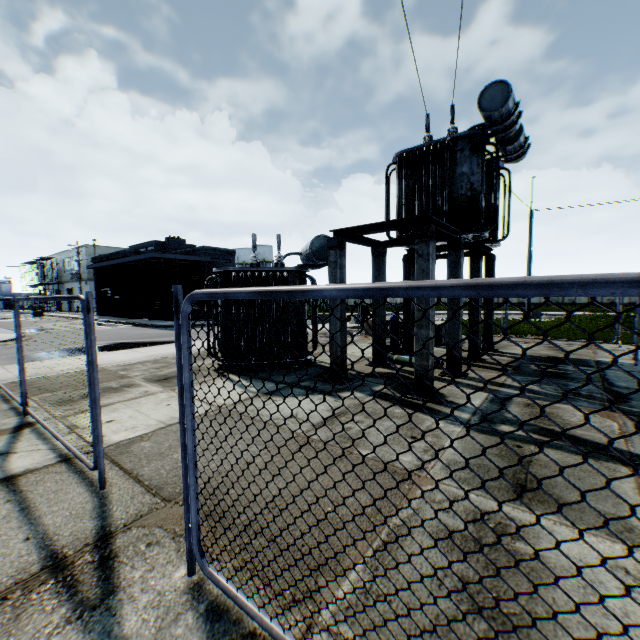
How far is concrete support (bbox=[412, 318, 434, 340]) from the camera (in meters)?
6.33

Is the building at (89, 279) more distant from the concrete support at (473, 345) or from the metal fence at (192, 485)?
the concrete support at (473, 345)

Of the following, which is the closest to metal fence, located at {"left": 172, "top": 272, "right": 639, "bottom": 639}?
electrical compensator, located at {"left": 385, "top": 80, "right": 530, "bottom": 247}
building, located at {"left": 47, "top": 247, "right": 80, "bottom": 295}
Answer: electrical compensator, located at {"left": 385, "top": 80, "right": 530, "bottom": 247}

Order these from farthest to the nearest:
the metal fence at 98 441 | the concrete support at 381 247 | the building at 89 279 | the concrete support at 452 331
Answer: the building at 89 279, the concrete support at 452 331, the concrete support at 381 247, the metal fence at 98 441

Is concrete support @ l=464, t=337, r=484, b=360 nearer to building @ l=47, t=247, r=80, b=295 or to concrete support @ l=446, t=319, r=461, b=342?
concrete support @ l=446, t=319, r=461, b=342

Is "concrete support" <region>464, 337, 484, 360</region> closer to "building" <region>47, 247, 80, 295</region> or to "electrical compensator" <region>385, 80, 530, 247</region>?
"electrical compensator" <region>385, 80, 530, 247</region>

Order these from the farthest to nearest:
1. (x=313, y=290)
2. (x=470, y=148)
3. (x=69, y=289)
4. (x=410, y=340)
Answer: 1. (x=69, y=289)
2. (x=410, y=340)
3. (x=470, y=148)
4. (x=313, y=290)

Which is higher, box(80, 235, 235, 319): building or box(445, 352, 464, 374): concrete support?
box(80, 235, 235, 319): building
